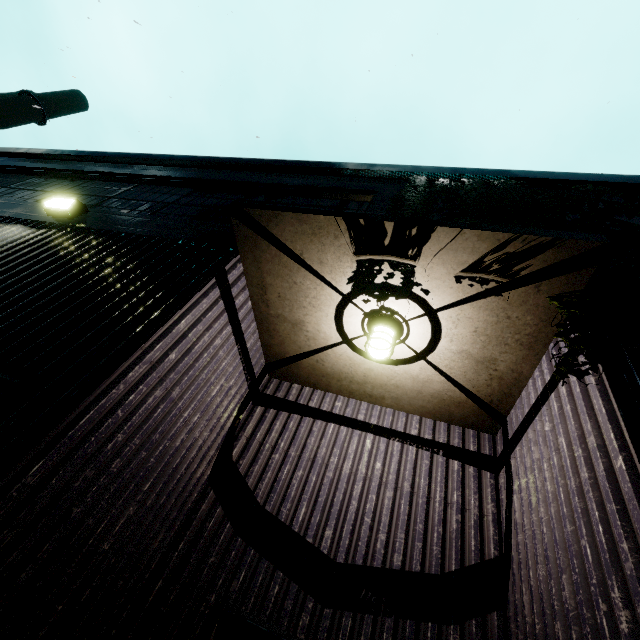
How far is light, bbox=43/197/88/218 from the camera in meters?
4.2

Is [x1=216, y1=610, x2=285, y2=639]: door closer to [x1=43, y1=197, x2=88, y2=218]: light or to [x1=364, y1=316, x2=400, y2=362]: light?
[x1=364, y1=316, x2=400, y2=362]: light

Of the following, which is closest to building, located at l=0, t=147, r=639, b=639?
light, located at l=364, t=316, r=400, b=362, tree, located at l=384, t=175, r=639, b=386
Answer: tree, located at l=384, t=175, r=639, b=386

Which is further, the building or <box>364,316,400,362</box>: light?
<box>364,316,400,362</box>: light

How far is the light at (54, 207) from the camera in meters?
4.2 m

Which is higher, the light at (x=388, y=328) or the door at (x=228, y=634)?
the light at (x=388, y=328)

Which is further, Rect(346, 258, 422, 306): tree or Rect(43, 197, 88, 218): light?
Rect(43, 197, 88, 218): light

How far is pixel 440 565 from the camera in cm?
289
